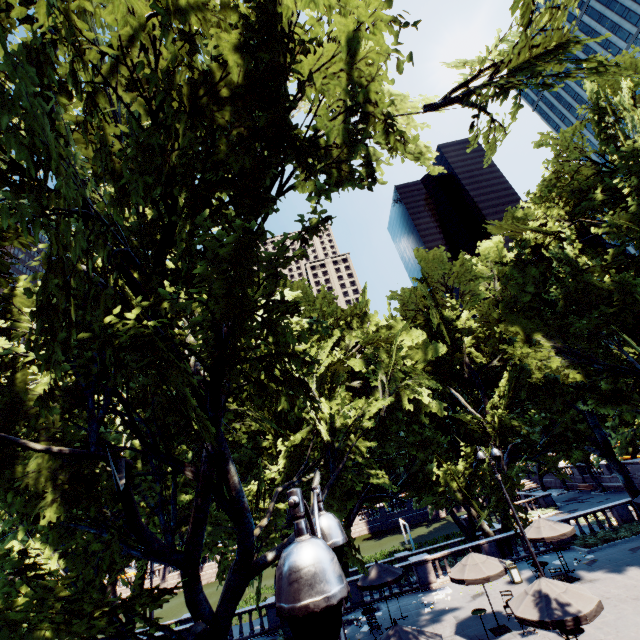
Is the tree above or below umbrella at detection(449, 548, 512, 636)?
above

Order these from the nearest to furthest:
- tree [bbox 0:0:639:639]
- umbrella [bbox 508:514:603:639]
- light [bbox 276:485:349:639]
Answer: light [bbox 276:485:349:639] < tree [bbox 0:0:639:639] < umbrella [bbox 508:514:603:639]

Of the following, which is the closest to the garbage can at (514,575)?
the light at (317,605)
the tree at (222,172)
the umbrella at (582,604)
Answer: the tree at (222,172)

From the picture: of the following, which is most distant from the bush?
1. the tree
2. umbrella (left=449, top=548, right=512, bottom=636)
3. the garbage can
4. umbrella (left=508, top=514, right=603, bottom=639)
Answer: umbrella (left=508, top=514, right=603, bottom=639)

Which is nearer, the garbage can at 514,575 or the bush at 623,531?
the garbage can at 514,575

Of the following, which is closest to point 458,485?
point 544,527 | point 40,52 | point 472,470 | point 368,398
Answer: point 472,470

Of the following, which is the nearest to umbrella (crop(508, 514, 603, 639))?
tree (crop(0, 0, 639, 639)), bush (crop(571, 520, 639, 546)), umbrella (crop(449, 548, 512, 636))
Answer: umbrella (crop(449, 548, 512, 636))

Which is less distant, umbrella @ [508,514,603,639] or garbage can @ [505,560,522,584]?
umbrella @ [508,514,603,639]
